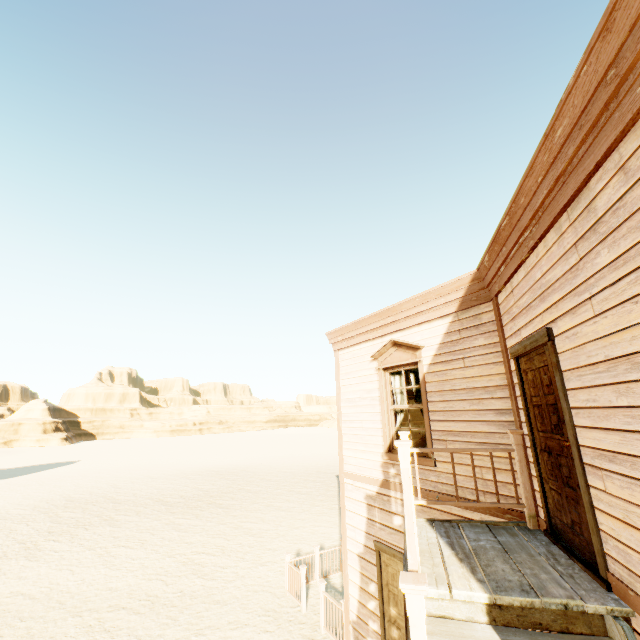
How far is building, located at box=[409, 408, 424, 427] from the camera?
8.9m

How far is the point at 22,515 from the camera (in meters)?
17.80

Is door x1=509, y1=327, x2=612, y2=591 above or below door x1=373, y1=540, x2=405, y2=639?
above

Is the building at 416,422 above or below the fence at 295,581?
above

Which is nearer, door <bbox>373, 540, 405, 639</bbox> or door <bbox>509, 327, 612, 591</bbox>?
door <bbox>509, 327, 612, 591</bbox>

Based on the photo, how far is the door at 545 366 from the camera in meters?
2.8

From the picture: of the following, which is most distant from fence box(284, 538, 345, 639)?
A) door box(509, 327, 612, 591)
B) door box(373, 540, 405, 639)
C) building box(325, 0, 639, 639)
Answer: door box(509, 327, 612, 591)

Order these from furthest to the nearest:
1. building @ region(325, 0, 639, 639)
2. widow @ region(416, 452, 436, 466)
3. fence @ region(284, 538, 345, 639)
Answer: fence @ region(284, 538, 345, 639) → widow @ region(416, 452, 436, 466) → building @ region(325, 0, 639, 639)
